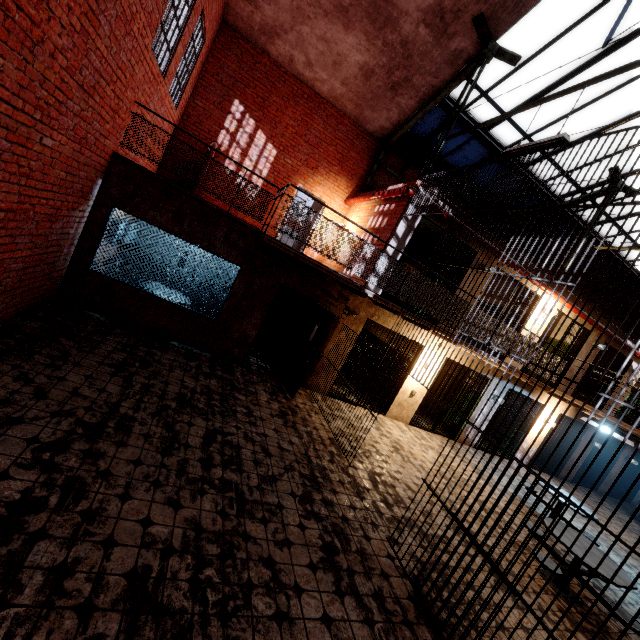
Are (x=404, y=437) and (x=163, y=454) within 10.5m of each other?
yes

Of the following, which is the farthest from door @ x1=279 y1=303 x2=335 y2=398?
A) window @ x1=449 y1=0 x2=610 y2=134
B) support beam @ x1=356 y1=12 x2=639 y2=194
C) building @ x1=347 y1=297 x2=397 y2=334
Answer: window @ x1=449 y1=0 x2=610 y2=134

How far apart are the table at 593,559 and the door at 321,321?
5.01m

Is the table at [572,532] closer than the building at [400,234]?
Yes

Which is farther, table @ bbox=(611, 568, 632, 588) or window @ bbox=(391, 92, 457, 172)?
window @ bbox=(391, 92, 457, 172)

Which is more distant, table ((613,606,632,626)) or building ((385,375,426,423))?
building ((385,375,426,423))

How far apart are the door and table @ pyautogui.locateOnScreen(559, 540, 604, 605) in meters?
5.0
